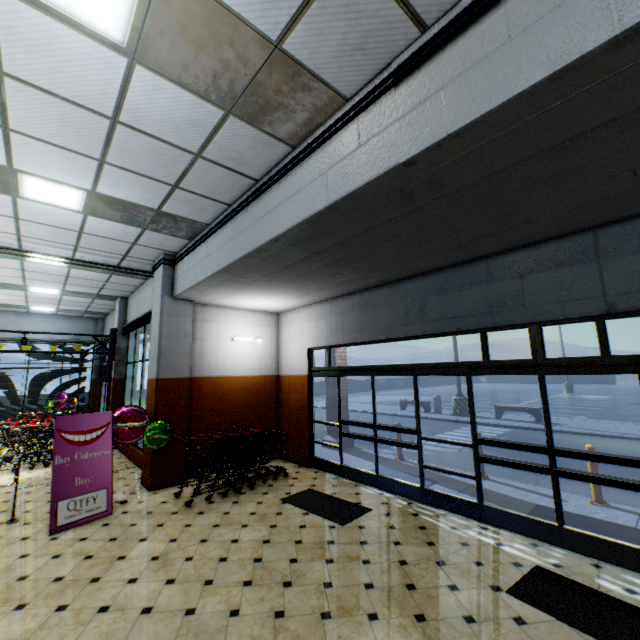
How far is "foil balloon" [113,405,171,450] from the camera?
5.9 meters

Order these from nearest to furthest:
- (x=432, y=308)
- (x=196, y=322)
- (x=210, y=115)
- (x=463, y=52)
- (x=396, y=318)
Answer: (x=463, y=52) → (x=210, y=115) → (x=432, y=308) → (x=396, y=318) → (x=196, y=322)

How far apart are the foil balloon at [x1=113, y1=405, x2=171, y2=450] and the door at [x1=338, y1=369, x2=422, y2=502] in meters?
3.5

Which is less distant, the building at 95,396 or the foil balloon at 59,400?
the foil balloon at 59,400

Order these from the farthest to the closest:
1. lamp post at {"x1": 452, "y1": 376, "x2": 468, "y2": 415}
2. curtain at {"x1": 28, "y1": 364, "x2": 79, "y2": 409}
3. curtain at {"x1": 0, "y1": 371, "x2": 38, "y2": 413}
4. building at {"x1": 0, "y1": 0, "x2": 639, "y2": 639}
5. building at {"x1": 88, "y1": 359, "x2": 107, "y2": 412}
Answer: lamp post at {"x1": 452, "y1": 376, "x2": 468, "y2": 415} < building at {"x1": 88, "y1": 359, "x2": 107, "y2": 412} < curtain at {"x1": 28, "y1": 364, "x2": 79, "y2": 409} < curtain at {"x1": 0, "y1": 371, "x2": 38, "y2": 413} < building at {"x1": 0, "y1": 0, "x2": 639, "y2": 639}

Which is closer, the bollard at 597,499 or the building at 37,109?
the building at 37,109

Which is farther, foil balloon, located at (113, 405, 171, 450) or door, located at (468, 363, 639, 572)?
foil balloon, located at (113, 405, 171, 450)

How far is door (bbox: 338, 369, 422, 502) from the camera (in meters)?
5.76
